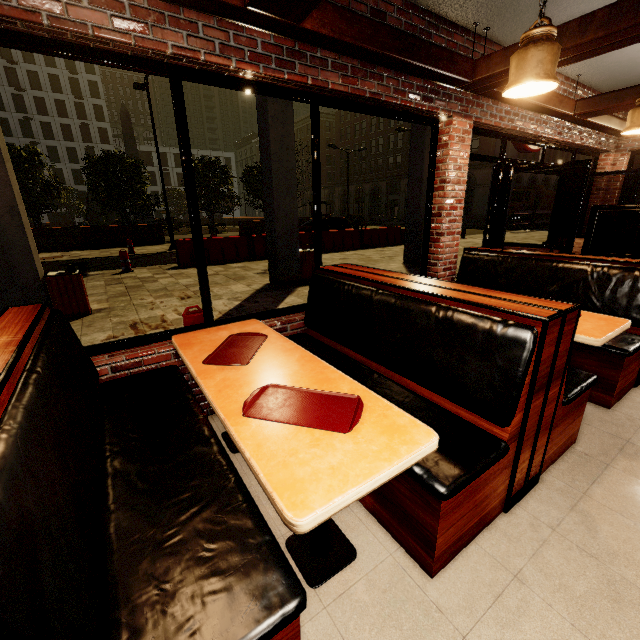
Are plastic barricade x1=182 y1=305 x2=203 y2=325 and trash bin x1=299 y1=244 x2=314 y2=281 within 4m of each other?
no

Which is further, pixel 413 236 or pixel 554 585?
pixel 413 236

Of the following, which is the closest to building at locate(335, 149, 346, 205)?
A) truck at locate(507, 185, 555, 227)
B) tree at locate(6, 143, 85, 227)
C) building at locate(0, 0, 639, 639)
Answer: tree at locate(6, 143, 85, 227)

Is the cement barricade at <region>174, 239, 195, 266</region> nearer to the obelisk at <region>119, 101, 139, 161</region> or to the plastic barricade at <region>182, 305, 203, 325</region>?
the plastic barricade at <region>182, 305, 203, 325</region>

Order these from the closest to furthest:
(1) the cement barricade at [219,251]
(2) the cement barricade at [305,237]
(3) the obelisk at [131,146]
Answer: (1) the cement barricade at [219,251], (2) the cement barricade at [305,237], (3) the obelisk at [131,146]

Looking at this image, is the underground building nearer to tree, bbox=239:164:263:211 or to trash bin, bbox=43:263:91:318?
tree, bbox=239:164:263:211

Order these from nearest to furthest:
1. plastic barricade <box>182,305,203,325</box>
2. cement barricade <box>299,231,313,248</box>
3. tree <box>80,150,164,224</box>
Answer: plastic barricade <box>182,305,203,325</box> → cement barricade <box>299,231,313,248</box> → tree <box>80,150,164,224</box>

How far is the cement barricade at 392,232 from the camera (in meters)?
14.31
